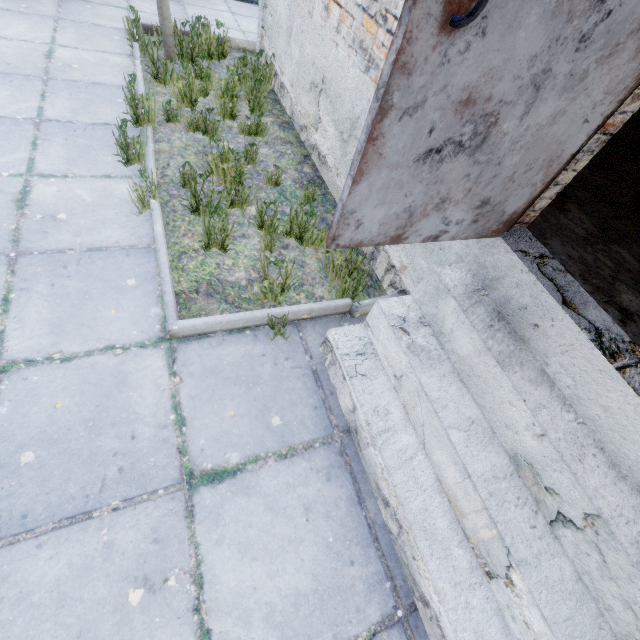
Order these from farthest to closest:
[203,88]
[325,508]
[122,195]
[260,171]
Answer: [203,88]
[260,171]
[122,195]
[325,508]

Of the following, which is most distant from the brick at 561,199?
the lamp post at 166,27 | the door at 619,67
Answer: the lamp post at 166,27

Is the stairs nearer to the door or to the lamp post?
the door

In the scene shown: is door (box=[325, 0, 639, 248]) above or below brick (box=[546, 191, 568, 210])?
above

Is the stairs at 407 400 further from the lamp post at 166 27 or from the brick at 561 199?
the lamp post at 166 27

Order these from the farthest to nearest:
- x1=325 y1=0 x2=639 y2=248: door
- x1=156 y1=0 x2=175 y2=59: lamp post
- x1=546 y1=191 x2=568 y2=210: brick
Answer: x1=156 y1=0 x2=175 y2=59: lamp post, x1=546 y1=191 x2=568 y2=210: brick, x1=325 y1=0 x2=639 y2=248: door

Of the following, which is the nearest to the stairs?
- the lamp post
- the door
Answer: the door

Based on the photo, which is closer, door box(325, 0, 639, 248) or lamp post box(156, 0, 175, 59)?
door box(325, 0, 639, 248)
